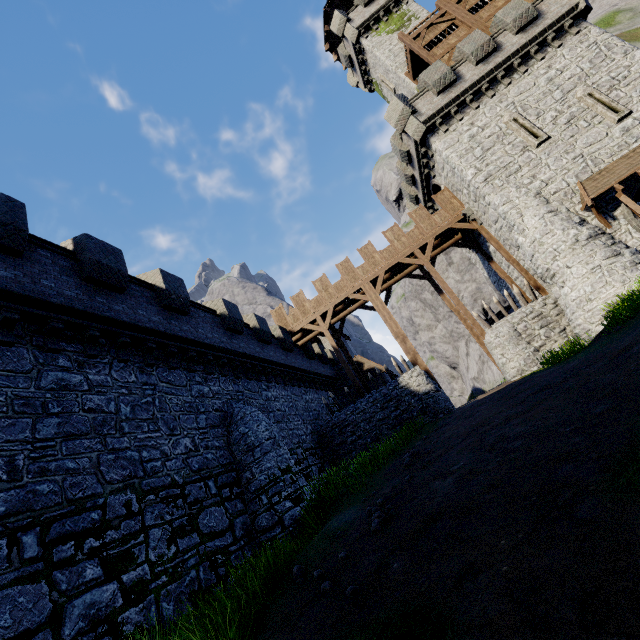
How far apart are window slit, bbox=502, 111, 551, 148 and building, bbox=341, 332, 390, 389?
19.2 meters

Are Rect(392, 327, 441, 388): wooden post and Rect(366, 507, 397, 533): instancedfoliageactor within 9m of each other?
no

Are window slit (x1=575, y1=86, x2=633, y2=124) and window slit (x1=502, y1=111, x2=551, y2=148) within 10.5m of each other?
yes

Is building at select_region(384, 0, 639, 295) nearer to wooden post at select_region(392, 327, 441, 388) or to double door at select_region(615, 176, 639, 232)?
double door at select_region(615, 176, 639, 232)

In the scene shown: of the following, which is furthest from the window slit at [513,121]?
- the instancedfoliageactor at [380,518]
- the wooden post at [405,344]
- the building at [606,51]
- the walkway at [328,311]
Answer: the instancedfoliageactor at [380,518]

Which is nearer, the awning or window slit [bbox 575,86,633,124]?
the awning

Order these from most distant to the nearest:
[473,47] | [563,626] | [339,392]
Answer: [339,392]
[473,47]
[563,626]

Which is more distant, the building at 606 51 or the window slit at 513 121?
the window slit at 513 121
